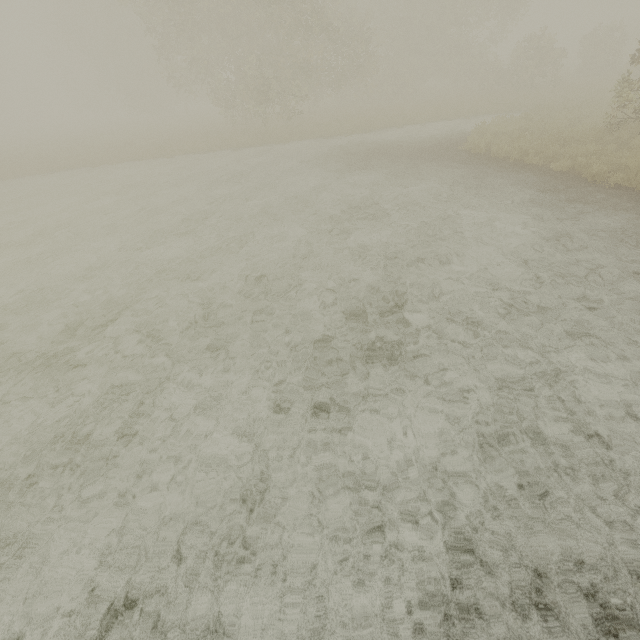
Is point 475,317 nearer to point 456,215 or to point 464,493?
point 464,493
